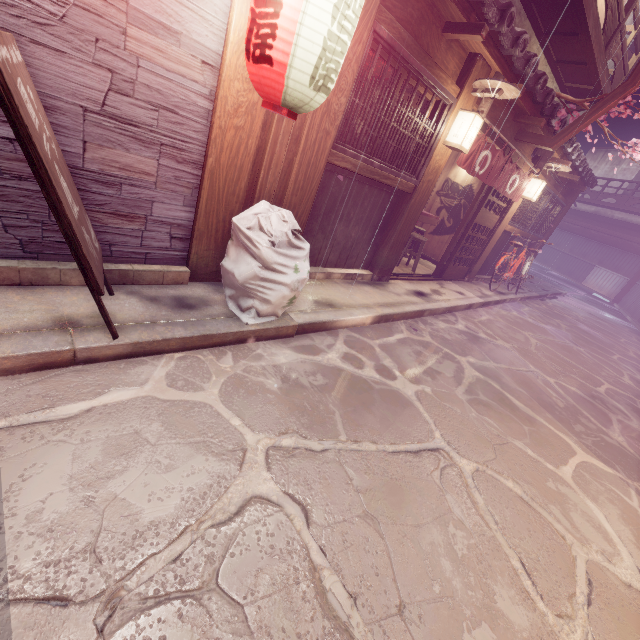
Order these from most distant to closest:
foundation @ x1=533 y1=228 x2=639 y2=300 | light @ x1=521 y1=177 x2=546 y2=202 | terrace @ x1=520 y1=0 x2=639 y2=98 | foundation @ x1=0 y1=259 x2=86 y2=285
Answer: foundation @ x1=533 y1=228 x2=639 y2=300, light @ x1=521 y1=177 x2=546 y2=202, terrace @ x1=520 y1=0 x2=639 y2=98, foundation @ x1=0 y1=259 x2=86 y2=285

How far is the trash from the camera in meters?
5.0 m

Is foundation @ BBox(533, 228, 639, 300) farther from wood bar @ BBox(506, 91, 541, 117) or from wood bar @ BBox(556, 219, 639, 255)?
wood bar @ BBox(506, 91, 541, 117)

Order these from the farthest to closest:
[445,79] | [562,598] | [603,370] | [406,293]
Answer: [603,370] < [406,293] < [445,79] < [562,598]

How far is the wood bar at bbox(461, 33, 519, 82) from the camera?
7.0m

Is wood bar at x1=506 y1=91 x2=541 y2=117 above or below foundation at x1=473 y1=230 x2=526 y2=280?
above

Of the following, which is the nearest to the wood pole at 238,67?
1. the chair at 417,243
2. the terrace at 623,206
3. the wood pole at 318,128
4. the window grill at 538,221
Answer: the wood pole at 318,128

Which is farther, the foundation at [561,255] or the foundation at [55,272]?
the foundation at [561,255]
